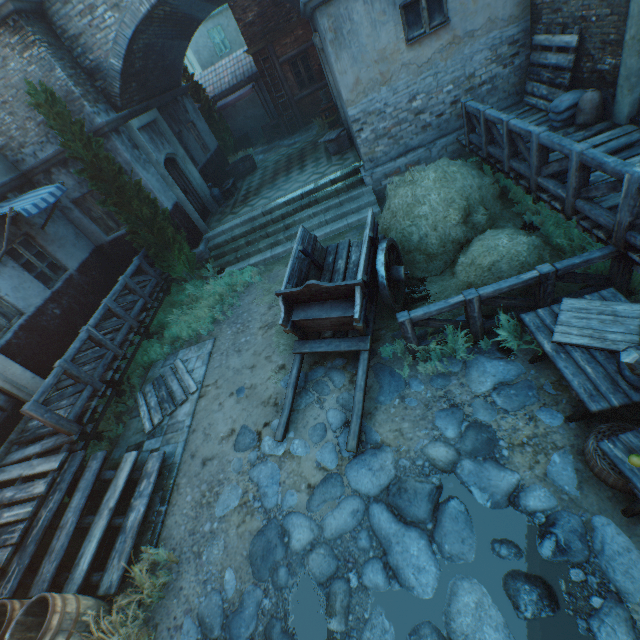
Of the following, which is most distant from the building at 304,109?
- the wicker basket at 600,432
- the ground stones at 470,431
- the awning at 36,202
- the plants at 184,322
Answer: the wicker basket at 600,432

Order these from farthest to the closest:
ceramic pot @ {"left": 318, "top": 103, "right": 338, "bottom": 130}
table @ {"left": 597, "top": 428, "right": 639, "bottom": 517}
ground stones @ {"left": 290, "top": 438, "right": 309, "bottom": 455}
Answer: ceramic pot @ {"left": 318, "top": 103, "right": 338, "bottom": 130}
ground stones @ {"left": 290, "top": 438, "right": 309, "bottom": 455}
table @ {"left": 597, "top": 428, "right": 639, "bottom": 517}

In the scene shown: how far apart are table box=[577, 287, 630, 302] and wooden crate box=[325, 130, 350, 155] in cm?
944

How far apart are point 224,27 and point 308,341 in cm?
2510

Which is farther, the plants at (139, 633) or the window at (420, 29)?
the window at (420, 29)

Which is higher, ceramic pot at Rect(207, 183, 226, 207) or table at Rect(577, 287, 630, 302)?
ceramic pot at Rect(207, 183, 226, 207)

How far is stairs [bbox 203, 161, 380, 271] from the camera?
9.66m

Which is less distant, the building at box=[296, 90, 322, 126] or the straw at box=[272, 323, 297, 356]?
the straw at box=[272, 323, 297, 356]
